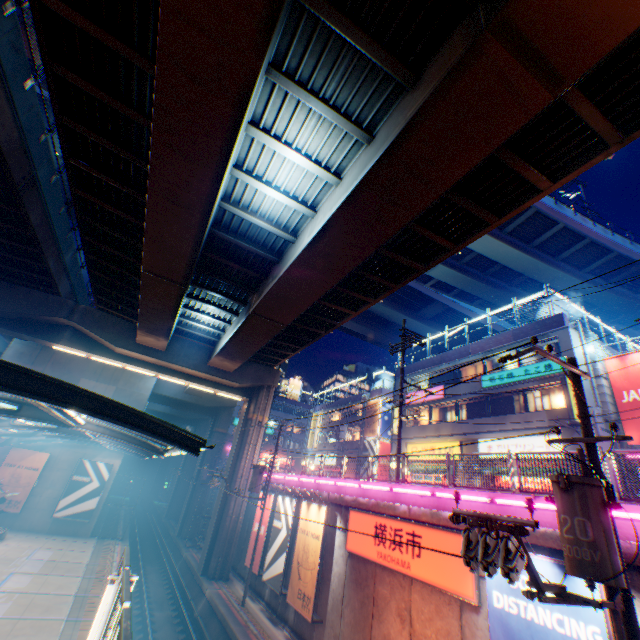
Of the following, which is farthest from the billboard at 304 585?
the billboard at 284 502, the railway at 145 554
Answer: Answer: the railway at 145 554

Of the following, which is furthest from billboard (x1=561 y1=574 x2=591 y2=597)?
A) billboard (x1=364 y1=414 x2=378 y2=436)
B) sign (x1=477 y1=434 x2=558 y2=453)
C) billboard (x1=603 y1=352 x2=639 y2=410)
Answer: billboard (x1=364 y1=414 x2=378 y2=436)

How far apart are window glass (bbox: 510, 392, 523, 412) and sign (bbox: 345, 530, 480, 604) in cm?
1345

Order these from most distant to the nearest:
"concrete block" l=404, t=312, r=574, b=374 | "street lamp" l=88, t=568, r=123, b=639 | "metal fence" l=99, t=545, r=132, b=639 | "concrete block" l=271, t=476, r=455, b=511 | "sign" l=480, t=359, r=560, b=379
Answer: "concrete block" l=404, t=312, r=574, b=374, "sign" l=480, t=359, r=560, b=379, "concrete block" l=271, t=476, r=455, b=511, "street lamp" l=88, t=568, r=123, b=639, "metal fence" l=99, t=545, r=132, b=639

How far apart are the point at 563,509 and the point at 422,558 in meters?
6.8 m

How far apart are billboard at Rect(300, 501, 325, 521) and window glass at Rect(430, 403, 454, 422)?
14.1m

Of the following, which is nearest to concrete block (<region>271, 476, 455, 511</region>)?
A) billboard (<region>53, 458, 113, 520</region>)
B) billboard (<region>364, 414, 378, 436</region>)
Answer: billboard (<region>53, 458, 113, 520</region>)

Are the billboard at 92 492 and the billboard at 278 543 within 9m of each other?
no
